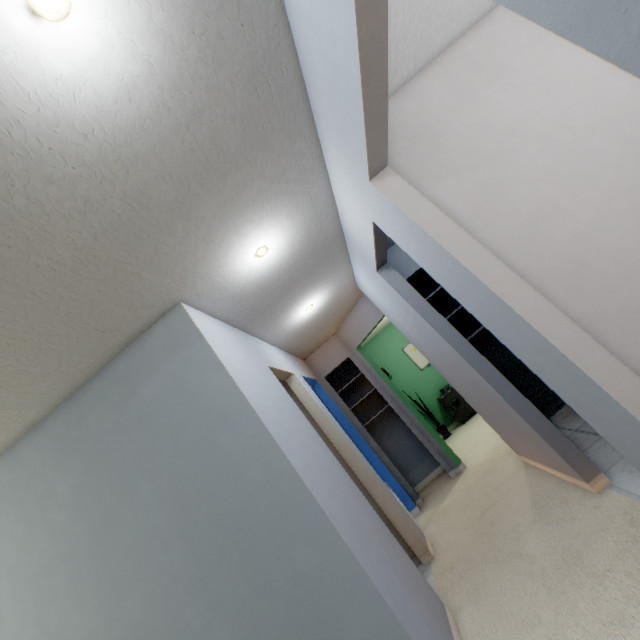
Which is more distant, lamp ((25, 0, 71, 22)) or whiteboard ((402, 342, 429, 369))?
whiteboard ((402, 342, 429, 369))

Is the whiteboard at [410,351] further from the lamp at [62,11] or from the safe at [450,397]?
the lamp at [62,11]

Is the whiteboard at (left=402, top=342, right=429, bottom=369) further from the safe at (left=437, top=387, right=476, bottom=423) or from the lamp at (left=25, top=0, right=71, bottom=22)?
the lamp at (left=25, top=0, right=71, bottom=22)

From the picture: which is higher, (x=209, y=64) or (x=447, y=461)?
(x=209, y=64)

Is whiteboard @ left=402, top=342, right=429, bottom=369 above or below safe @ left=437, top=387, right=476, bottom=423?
above

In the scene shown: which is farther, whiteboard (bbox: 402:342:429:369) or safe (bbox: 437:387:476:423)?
whiteboard (bbox: 402:342:429:369)

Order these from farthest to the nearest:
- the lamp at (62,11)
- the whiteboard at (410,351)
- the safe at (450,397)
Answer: the whiteboard at (410,351), the safe at (450,397), the lamp at (62,11)

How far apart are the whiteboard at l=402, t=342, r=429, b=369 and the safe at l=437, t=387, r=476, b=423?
0.7m
